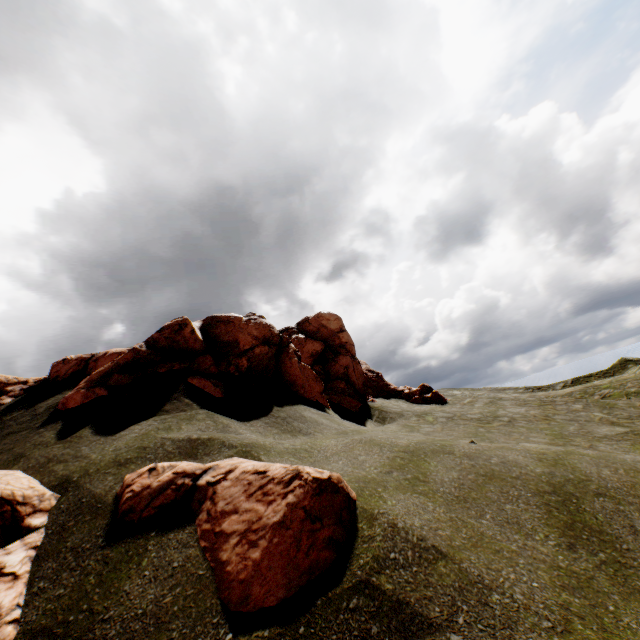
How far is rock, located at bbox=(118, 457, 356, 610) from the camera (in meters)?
4.51

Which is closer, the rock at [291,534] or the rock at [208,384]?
the rock at [291,534]

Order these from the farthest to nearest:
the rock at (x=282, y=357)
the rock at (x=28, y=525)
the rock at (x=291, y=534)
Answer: the rock at (x=282, y=357), the rock at (x=28, y=525), the rock at (x=291, y=534)

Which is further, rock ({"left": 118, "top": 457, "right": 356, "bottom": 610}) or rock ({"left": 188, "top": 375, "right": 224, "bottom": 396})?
rock ({"left": 188, "top": 375, "right": 224, "bottom": 396})

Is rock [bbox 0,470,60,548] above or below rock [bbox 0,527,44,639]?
above

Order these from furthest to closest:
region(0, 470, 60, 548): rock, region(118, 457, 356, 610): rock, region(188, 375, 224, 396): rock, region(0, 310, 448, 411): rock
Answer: region(0, 310, 448, 411): rock
region(188, 375, 224, 396): rock
region(0, 470, 60, 548): rock
region(118, 457, 356, 610): rock

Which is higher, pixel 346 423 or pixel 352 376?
pixel 352 376
